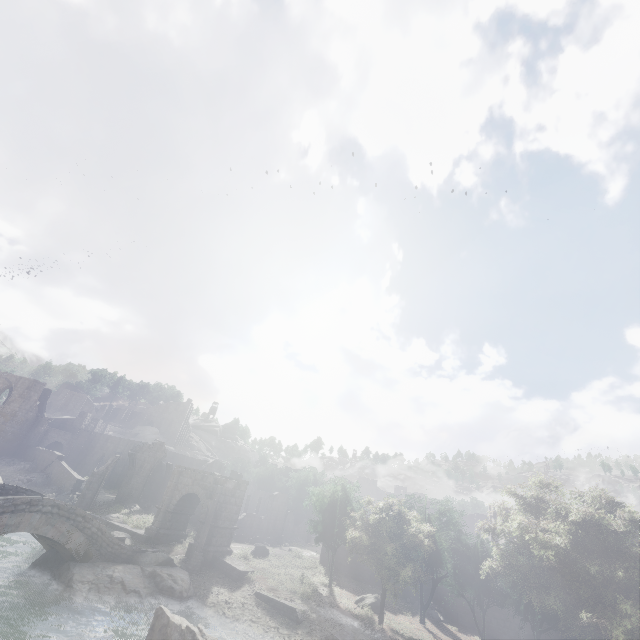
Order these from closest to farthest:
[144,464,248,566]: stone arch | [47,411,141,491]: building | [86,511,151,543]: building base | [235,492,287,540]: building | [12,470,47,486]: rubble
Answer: [144,464,248,566]: stone arch < [86,511,151,543]: building base < [12,470,47,486]: rubble < [235,492,287,540]: building < [47,411,141,491]: building

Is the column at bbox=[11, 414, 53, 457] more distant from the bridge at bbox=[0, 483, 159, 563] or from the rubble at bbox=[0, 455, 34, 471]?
the bridge at bbox=[0, 483, 159, 563]

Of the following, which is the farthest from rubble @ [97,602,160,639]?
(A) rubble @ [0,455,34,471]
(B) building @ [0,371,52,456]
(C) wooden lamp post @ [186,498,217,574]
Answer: (A) rubble @ [0,455,34,471]

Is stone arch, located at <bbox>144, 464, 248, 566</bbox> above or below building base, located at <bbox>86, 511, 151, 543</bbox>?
above

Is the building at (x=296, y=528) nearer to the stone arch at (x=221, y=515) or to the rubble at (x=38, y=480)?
the rubble at (x=38, y=480)

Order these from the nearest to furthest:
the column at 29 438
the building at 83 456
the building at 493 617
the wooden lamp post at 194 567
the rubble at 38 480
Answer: the wooden lamp post at 194 567
the building at 493 617
the rubble at 38 480
the column at 29 438
the building at 83 456

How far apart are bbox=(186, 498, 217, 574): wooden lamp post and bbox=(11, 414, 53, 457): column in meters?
36.4

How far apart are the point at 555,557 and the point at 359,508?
17.81m
